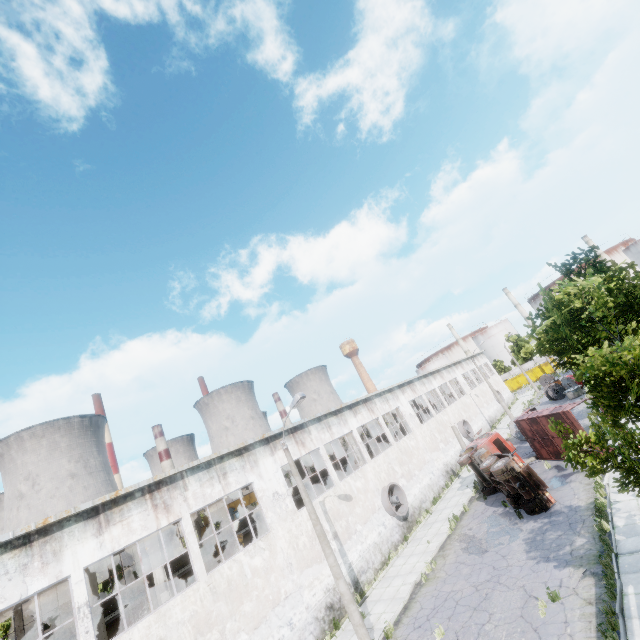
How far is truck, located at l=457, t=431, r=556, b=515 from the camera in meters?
16.9 m

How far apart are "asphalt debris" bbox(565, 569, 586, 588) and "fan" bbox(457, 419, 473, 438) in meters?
25.6 m

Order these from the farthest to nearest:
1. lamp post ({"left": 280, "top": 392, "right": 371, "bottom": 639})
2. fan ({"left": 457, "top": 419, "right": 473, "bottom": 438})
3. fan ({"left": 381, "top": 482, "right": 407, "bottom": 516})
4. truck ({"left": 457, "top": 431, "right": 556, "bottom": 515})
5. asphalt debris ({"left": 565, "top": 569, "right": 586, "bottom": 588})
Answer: fan ({"left": 457, "top": 419, "right": 473, "bottom": 438}) → fan ({"left": 381, "top": 482, "right": 407, "bottom": 516}) → truck ({"left": 457, "top": 431, "right": 556, "bottom": 515}) → lamp post ({"left": 280, "top": 392, "right": 371, "bottom": 639}) → asphalt debris ({"left": 565, "top": 569, "right": 586, "bottom": 588})

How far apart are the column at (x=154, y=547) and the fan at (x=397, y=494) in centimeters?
1335cm

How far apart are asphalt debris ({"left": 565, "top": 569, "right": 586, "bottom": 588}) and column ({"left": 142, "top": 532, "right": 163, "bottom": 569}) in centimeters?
1530cm

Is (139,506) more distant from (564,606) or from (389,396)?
(389,396)

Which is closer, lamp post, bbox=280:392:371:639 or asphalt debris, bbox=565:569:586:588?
asphalt debris, bbox=565:569:586:588

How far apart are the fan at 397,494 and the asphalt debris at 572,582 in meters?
11.8
